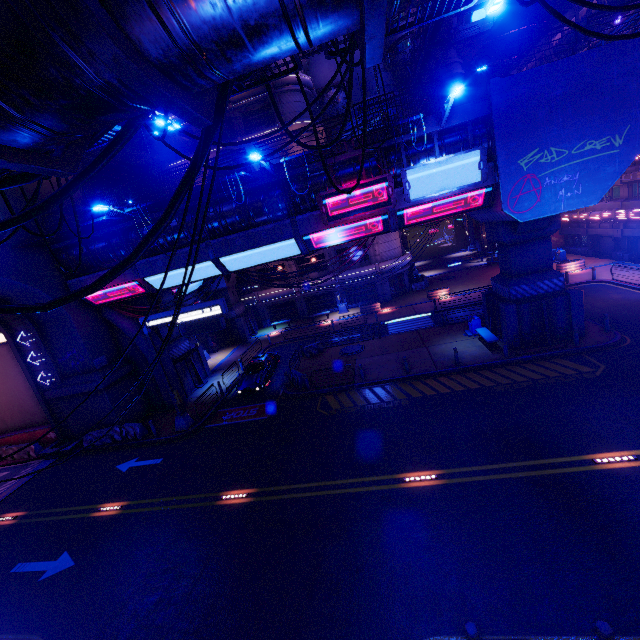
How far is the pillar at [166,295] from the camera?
23.81m

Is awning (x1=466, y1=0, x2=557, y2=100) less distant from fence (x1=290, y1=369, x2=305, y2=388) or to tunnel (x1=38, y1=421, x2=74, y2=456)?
fence (x1=290, y1=369, x2=305, y2=388)

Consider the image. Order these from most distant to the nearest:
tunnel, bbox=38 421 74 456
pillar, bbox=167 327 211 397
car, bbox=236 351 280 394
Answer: pillar, bbox=167 327 211 397 < car, bbox=236 351 280 394 < tunnel, bbox=38 421 74 456

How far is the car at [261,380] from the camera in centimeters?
2188cm

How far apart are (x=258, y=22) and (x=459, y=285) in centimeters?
3814cm

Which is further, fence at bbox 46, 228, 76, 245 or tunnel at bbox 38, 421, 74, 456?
tunnel at bbox 38, 421, 74, 456

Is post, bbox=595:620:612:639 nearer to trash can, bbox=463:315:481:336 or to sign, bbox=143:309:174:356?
sign, bbox=143:309:174:356

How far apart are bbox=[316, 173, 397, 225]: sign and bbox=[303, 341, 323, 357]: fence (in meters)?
12.09
